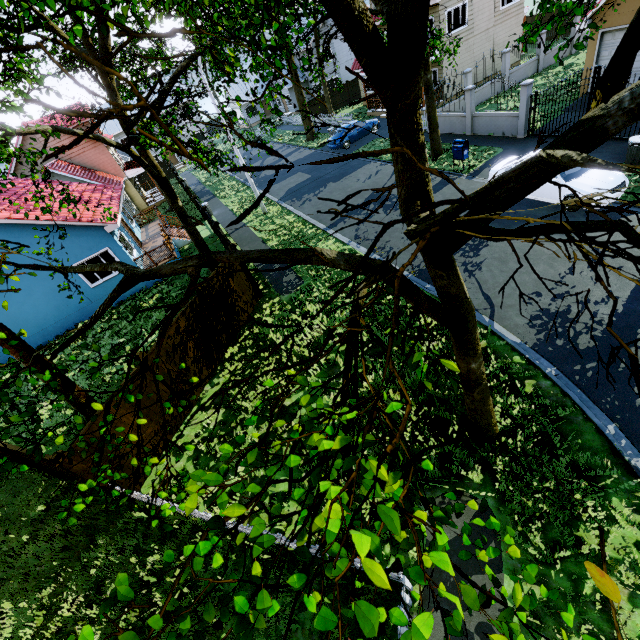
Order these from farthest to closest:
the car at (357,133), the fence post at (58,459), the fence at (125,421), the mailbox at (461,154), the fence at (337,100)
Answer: the fence at (337,100)
the car at (357,133)
the mailbox at (461,154)
the fence at (125,421)
the fence post at (58,459)

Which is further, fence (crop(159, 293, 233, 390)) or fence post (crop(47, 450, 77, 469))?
fence (crop(159, 293, 233, 390))

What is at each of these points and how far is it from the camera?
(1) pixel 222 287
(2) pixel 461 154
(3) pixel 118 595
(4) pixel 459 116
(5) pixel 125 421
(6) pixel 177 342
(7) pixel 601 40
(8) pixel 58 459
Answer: Result:
(1) fence, 11.6 meters
(2) mailbox, 15.8 meters
(3) tree, 2.1 meters
(4) fence, 19.3 meters
(5) fence, 8.3 meters
(6) fence, 9.8 meters
(7) garage door, 15.5 meters
(8) fence post, 6.8 meters

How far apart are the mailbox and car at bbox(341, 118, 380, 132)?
11.6m

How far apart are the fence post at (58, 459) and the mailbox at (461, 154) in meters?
18.8

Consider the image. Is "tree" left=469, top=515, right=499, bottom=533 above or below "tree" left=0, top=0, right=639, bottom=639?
above

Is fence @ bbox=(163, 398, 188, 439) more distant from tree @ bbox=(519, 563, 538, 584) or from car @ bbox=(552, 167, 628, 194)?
car @ bbox=(552, 167, 628, 194)
